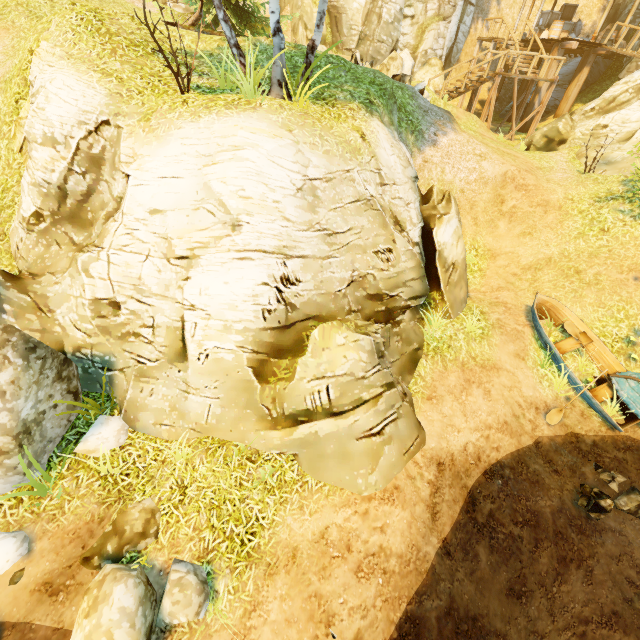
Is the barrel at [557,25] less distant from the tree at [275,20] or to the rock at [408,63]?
the rock at [408,63]

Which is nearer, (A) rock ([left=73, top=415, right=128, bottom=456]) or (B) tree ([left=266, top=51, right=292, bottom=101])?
(A) rock ([left=73, top=415, right=128, bottom=456])

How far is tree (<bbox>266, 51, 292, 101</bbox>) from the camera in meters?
7.2 m

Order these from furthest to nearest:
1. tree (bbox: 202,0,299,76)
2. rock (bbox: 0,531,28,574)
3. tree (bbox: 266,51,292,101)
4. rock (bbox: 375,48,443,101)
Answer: rock (bbox: 375,48,443,101) < tree (bbox: 266,51,292,101) < tree (bbox: 202,0,299,76) < rock (bbox: 0,531,28,574)

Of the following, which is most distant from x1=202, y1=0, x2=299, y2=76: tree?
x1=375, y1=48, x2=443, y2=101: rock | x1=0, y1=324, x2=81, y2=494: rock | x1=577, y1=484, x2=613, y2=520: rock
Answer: x1=577, y1=484, x2=613, y2=520: rock

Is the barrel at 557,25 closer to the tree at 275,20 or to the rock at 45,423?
the tree at 275,20

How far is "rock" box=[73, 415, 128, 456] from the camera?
5.7m

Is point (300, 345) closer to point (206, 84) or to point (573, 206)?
point (206, 84)
